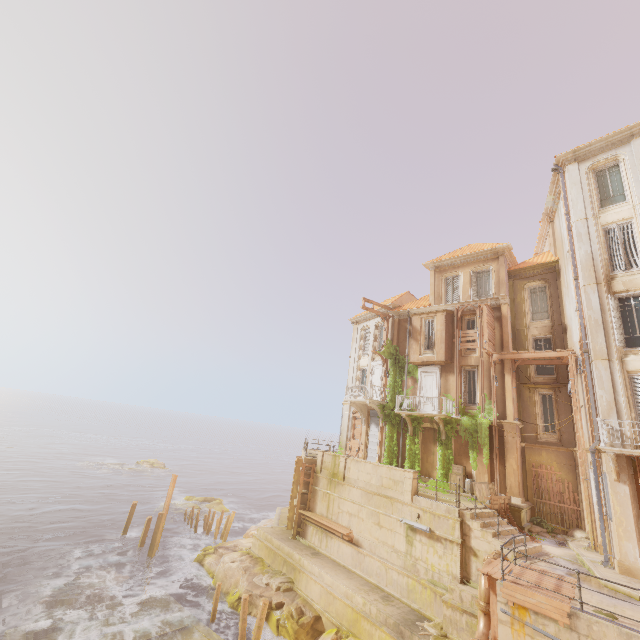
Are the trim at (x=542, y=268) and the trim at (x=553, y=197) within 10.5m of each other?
yes

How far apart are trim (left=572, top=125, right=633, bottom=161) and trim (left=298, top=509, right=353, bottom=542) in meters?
24.9 m

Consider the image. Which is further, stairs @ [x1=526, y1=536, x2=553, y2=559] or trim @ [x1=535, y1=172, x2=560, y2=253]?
trim @ [x1=535, y1=172, x2=560, y2=253]

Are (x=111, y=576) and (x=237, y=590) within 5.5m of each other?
no

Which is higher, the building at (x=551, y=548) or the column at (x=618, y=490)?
the column at (x=618, y=490)

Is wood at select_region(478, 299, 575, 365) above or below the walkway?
above

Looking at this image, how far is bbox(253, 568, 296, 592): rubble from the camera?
17.9 meters

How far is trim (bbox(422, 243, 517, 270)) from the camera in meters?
23.2 m
